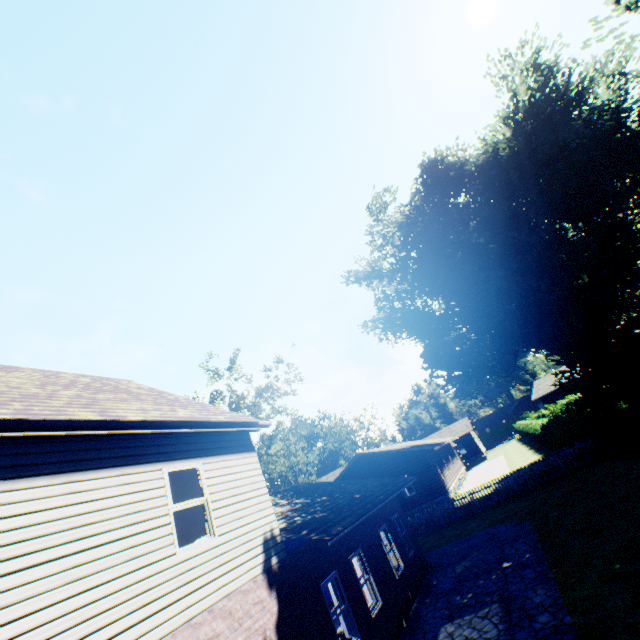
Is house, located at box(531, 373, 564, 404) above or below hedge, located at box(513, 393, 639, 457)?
above

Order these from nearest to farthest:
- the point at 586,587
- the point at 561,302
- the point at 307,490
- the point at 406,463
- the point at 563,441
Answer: the point at 586,587 < the point at 307,490 < the point at 563,441 < the point at 561,302 < the point at 406,463

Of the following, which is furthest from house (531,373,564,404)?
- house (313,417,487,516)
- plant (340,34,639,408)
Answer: house (313,417,487,516)

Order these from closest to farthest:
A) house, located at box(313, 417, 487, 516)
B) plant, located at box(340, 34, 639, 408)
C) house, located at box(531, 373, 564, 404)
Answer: plant, located at box(340, 34, 639, 408) → house, located at box(313, 417, 487, 516) → house, located at box(531, 373, 564, 404)

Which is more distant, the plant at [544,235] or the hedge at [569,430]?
the plant at [544,235]

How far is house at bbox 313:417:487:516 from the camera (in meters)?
26.12

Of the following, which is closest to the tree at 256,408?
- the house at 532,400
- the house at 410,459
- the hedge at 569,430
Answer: the house at 410,459

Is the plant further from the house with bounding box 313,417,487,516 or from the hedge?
the house with bounding box 313,417,487,516
